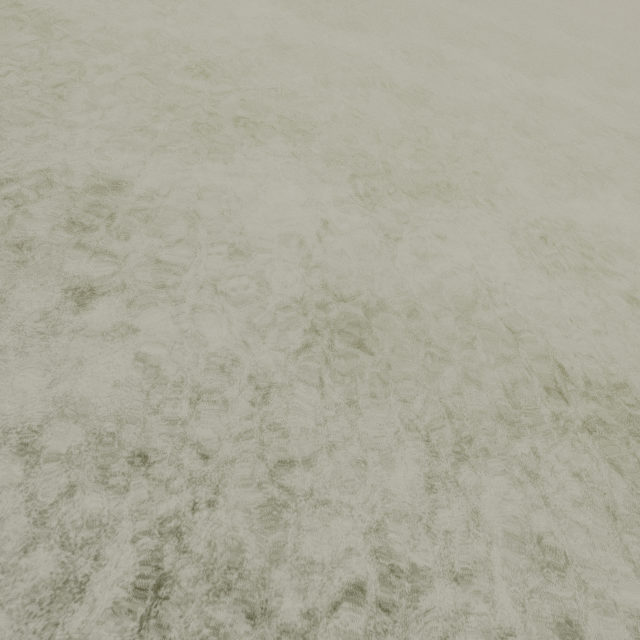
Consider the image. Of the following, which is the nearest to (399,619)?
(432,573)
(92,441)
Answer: (432,573)
